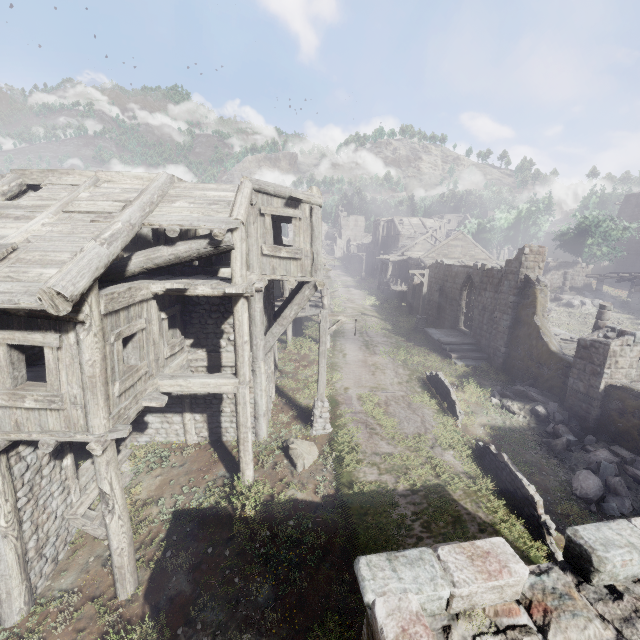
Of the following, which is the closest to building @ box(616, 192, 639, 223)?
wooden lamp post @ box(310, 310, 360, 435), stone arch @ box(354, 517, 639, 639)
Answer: stone arch @ box(354, 517, 639, 639)

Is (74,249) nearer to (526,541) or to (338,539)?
(338,539)

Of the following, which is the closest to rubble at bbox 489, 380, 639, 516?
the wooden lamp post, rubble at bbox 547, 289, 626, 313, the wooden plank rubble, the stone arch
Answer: the stone arch

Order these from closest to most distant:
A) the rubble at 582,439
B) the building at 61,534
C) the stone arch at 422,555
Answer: the stone arch at 422,555
the building at 61,534
the rubble at 582,439

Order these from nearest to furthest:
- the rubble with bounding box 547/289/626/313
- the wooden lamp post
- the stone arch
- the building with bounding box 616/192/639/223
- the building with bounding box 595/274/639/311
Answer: the stone arch, the wooden lamp post, the building with bounding box 595/274/639/311, the rubble with bounding box 547/289/626/313, the building with bounding box 616/192/639/223

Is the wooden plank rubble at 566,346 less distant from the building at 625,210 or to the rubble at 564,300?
the building at 625,210

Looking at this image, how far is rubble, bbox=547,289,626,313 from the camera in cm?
2741

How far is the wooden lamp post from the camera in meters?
11.8 m
